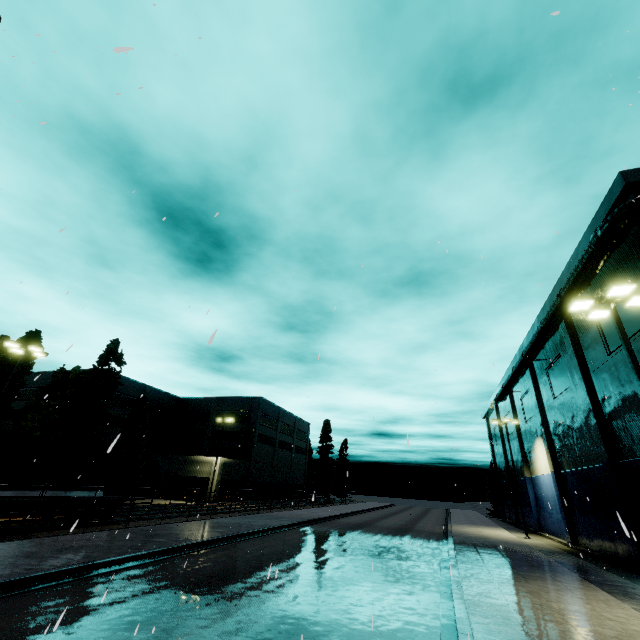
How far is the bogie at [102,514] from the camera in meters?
17.6 m

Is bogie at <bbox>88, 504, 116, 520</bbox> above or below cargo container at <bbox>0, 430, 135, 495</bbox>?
below

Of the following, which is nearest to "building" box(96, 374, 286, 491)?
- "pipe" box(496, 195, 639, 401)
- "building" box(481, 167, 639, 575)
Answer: "pipe" box(496, 195, 639, 401)

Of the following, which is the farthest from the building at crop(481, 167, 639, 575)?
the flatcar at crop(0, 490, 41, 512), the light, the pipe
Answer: the flatcar at crop(0, 490, 41, 512)

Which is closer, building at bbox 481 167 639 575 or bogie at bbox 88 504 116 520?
building at bbox 481 167 639 575

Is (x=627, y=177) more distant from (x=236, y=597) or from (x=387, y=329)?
(x=236, y=597)

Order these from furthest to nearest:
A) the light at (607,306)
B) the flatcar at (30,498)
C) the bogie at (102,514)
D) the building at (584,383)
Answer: the bogie at (102,514) → the building at (584,383) → the flatcar at (30,498) → the light at (607,306)

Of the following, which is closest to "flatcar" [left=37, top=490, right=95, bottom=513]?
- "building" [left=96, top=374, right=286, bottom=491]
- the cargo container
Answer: the cargo container
